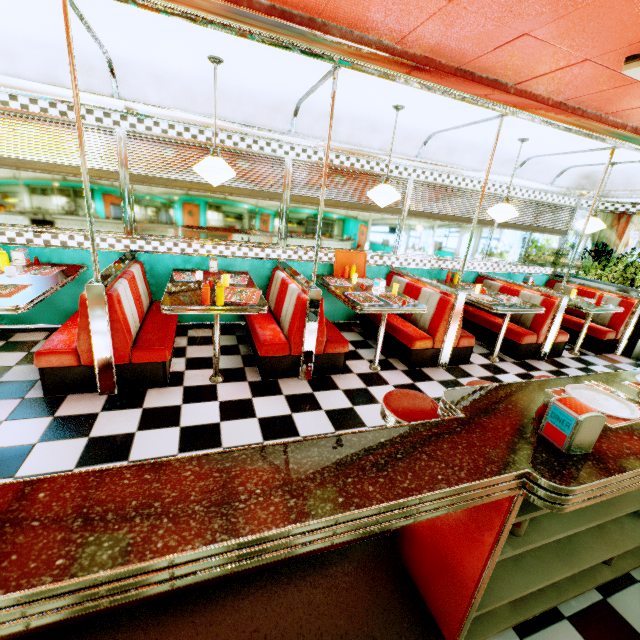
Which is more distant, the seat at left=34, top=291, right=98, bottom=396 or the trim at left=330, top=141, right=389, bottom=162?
the trim at left=330, top=141, right=389, bottom=162

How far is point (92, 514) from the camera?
0.8m

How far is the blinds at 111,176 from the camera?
3.7 meters

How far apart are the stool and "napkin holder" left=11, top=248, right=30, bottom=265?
4.32m

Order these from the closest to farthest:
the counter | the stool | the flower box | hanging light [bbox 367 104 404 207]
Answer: the counter, the stool, hanging light [bbox 367 104 404 207], the flower box

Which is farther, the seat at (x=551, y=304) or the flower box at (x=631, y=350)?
the flower box at (x=631, y=350)

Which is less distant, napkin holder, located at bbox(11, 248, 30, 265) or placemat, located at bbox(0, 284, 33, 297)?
placemat, located at bbox(0, 284, 33, 297)

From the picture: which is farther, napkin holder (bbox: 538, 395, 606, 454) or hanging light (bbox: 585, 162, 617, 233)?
hanging light (bbox: 585, 162, 617, 233)
